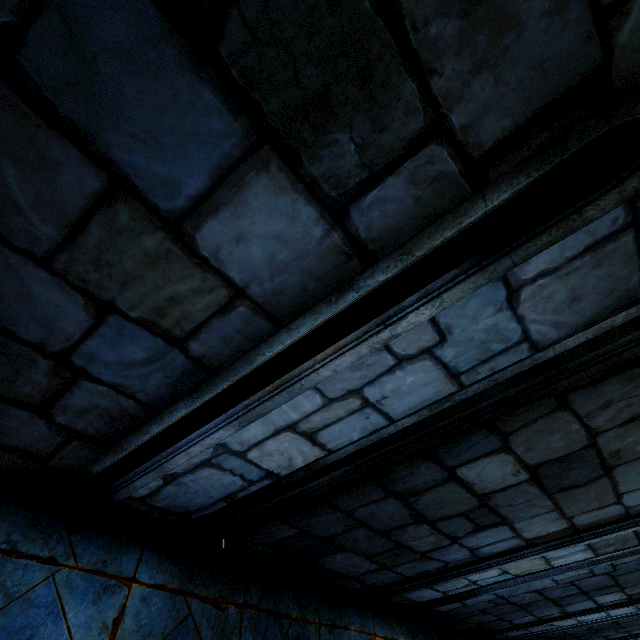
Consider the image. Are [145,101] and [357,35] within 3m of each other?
yes
